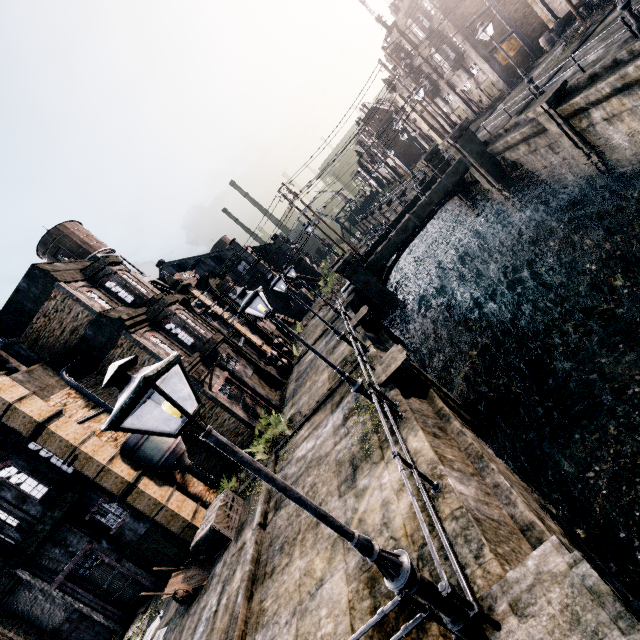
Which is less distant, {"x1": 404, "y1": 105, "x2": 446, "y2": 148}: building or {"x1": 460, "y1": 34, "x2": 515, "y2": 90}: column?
{"x1": 460, "y1": 34, "x2": 515, "y2": 90}: column

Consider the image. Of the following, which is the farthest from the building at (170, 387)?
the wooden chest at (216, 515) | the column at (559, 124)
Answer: the column at (559, 124)

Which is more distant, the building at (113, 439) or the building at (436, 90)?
the building at (436, 90)

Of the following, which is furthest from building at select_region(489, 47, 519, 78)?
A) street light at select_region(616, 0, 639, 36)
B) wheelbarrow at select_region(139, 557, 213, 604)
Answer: wheelbarrow at select_region(139, 557, 213, 604)

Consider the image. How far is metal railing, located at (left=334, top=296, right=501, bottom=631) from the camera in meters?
3.9 m

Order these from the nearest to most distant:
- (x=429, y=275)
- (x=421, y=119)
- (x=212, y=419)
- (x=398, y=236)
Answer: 1. (x=212, y=419)
2. (x=398, y=236)
3. (x=429, y=275)
4. (x=421, y=119)

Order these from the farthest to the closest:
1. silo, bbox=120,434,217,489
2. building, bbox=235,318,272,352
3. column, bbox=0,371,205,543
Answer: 1. building, bbox=235,318,272,352
2. silo, bbox=120,434,217,489
3. column, bbox=0,371,205,543

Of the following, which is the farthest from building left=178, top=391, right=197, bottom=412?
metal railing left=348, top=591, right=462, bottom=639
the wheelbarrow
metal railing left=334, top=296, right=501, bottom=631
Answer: metal railing left=334, top=296, right=501, bottom=631
